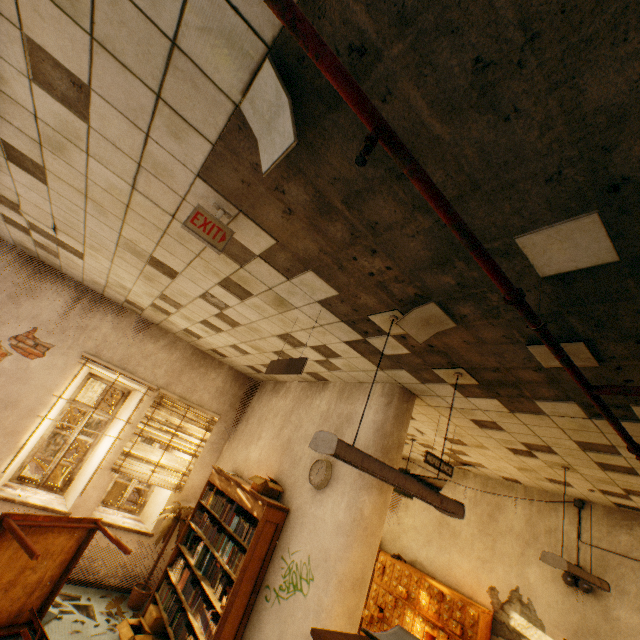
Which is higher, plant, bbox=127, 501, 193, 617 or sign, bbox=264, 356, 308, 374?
sign, bbox=264, 356, 308, 374

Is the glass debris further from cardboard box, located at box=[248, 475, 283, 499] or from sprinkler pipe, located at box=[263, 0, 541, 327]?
sprinkler pipe, located at box=[263, 0, 541, 327]

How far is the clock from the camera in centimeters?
388cm

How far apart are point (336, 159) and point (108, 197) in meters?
2.2

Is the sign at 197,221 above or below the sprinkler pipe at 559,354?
above

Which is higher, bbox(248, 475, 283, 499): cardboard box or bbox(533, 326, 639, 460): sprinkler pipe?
bbox(533, 326, 639, 460): sprinkler pipe

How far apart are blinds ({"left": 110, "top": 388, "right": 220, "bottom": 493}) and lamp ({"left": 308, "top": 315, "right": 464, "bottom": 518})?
4.7m

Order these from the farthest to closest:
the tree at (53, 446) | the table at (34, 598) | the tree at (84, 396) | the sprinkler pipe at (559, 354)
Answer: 1. the tree at (84, 396)
2. the tree at (53, 446)
3. the table at (34, 598)
4. the sprinkler pipe at (559, 354)
